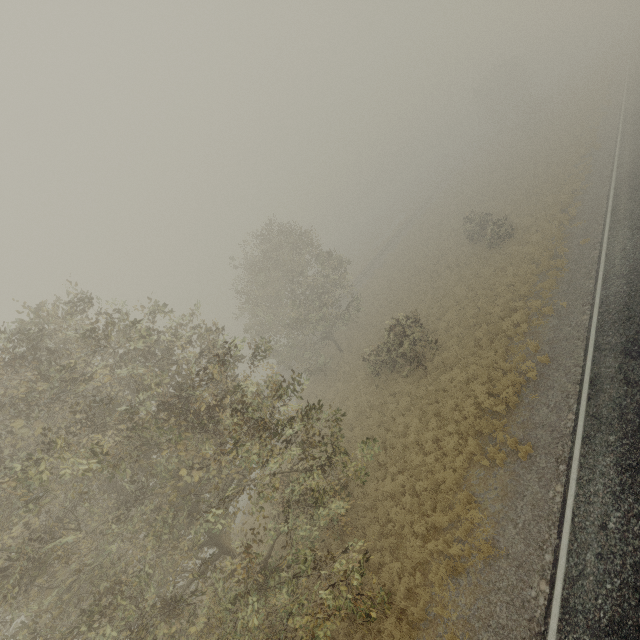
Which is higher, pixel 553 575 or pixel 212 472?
pixel 212 472
